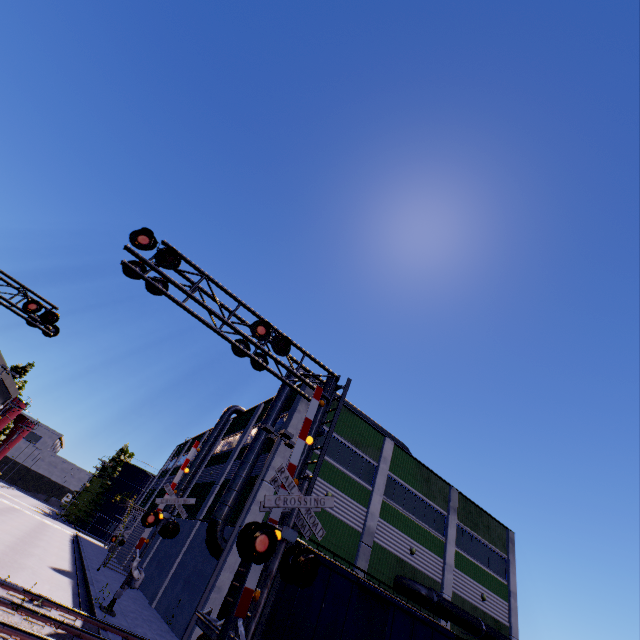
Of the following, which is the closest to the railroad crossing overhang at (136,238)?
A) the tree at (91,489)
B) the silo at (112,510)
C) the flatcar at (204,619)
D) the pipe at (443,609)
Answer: the flatcar at (204,619)

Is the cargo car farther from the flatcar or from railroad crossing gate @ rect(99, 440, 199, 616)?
railroad crossing gate @ rect(99, 440, 199, 616)

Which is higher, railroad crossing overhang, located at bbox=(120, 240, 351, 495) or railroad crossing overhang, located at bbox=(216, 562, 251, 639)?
railroad crossing overhang, located at bbox=(120, 240, 351, 495)

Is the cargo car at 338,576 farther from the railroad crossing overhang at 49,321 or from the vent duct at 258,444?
the railroad crossing overhang at 49,321

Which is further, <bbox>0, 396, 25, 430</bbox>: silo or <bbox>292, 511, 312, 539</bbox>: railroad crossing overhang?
<bbox>0, 396, 25, 430</bbox>: silo

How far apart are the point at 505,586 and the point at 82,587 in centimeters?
3061cm

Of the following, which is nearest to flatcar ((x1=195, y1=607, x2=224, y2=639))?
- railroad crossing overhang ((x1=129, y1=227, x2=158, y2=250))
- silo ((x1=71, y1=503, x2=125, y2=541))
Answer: railroad crossing overhang ((x1=129, y1=227, x2=158, y2=250))

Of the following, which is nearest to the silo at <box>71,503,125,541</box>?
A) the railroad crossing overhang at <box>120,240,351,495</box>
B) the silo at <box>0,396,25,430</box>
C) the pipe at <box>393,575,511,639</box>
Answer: the pipe at <box>393,575,511,639</box>
